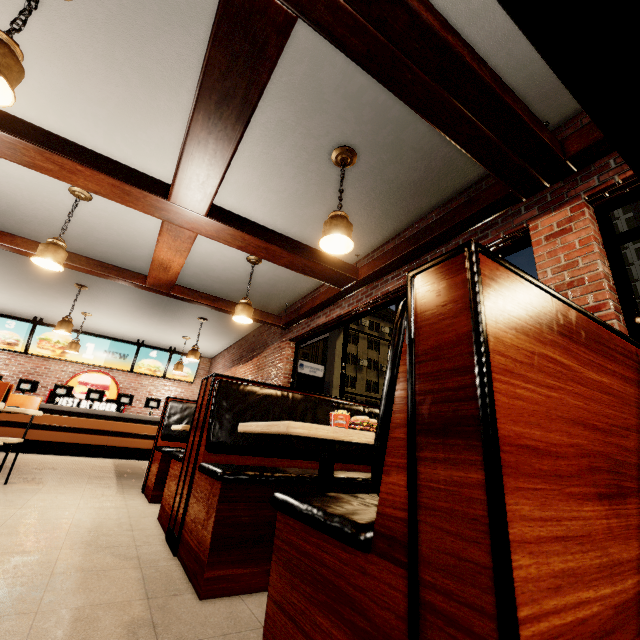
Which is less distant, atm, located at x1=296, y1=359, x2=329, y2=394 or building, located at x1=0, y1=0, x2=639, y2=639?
building, located at x1=0, y1=0, x2=639, y2=639

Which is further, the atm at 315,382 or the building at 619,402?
the atm at 315,382

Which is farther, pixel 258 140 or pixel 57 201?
pixel 57 201

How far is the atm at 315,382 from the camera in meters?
6.9

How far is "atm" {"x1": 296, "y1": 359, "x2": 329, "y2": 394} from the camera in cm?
694
